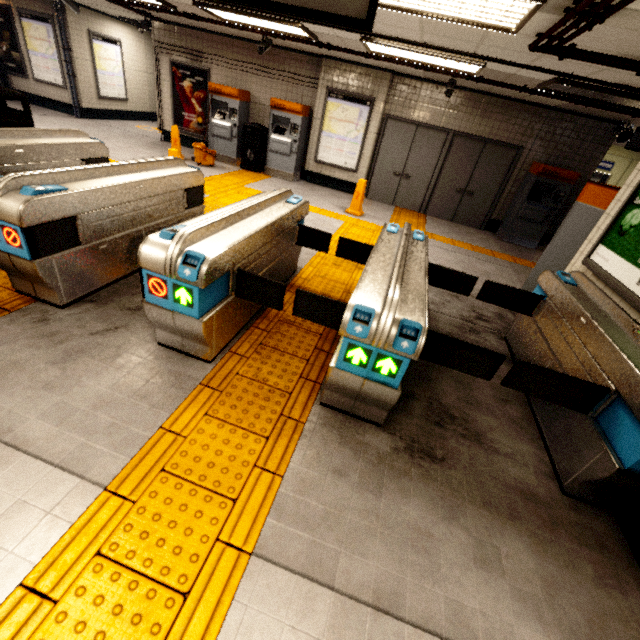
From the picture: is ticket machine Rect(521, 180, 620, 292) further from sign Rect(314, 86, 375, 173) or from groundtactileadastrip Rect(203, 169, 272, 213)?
sign Rect(314, 86, 375, 173)

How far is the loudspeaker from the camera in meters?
7.0

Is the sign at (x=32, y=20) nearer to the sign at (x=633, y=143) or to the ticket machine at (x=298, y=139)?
the ticket machine at (x=298, y=139)

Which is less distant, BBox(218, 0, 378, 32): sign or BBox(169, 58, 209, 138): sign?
BBox(218, 0, 378, 32): sign

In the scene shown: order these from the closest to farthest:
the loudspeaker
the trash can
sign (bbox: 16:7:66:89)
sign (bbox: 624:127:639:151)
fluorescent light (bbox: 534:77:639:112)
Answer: fluorescent light (bbox: 534:77:639:112) < sign (bbox: 624:127:639:151) < the loudspeaker < the trash can < sign (bbox: 16:7:66:89)

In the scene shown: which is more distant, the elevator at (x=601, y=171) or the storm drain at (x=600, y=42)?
the elevator at (x=601, y=171)

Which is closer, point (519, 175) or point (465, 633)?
point (465, 633)

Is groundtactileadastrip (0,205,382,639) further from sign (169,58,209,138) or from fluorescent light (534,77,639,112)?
fluorescent light (534,77,639,112)
